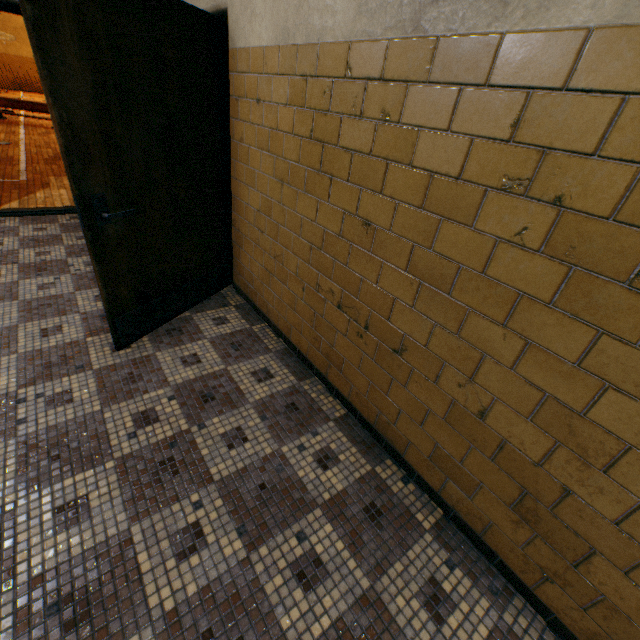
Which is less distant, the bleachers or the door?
the door

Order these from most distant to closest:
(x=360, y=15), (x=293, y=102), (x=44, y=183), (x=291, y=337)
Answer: (x=44, y=183), (x=291, y=337), (x=293, y=102), (x=360, y=15)

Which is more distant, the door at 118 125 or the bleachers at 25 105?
the bleachers at 25 105
